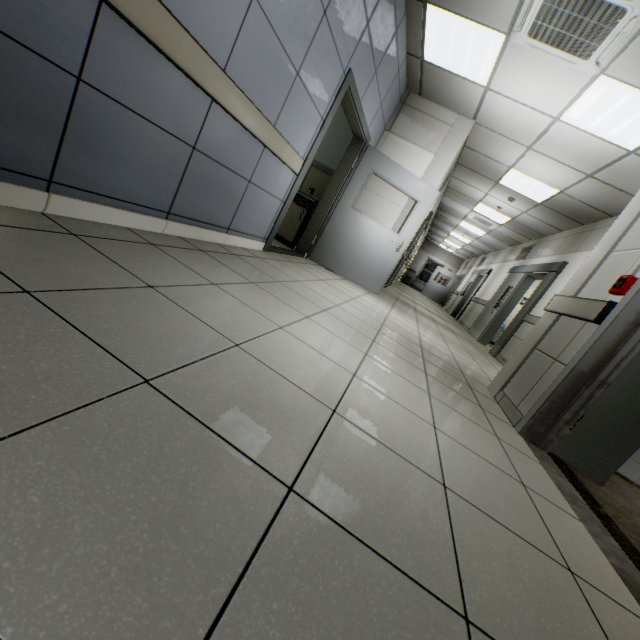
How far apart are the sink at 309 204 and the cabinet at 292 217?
0.03m

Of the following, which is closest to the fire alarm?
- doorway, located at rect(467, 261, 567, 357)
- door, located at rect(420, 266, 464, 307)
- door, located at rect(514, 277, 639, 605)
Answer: door, located at rect(514, 277, 639, 605)

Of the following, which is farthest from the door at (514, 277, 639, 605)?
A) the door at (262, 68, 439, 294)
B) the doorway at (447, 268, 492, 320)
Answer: the doorway at (447, 268, 492, 320)

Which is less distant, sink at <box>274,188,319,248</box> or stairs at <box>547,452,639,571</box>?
stairs at <box>547,452,639,571</box>

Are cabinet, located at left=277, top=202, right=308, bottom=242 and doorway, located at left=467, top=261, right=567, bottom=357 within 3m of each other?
no

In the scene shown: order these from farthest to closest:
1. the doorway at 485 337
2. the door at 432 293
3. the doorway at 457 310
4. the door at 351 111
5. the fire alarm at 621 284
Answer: the door at 432 293 → the doorway at 457 310 → the doorway at 485 337 → the door at 351 111 → the fire alarm at 621 284

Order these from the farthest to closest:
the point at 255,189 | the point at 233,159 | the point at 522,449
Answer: the point at 255,189 → the point at 233,159 → the point at 522,449

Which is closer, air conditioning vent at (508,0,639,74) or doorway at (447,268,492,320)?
air conditioning vent at (508,0,639,74)
